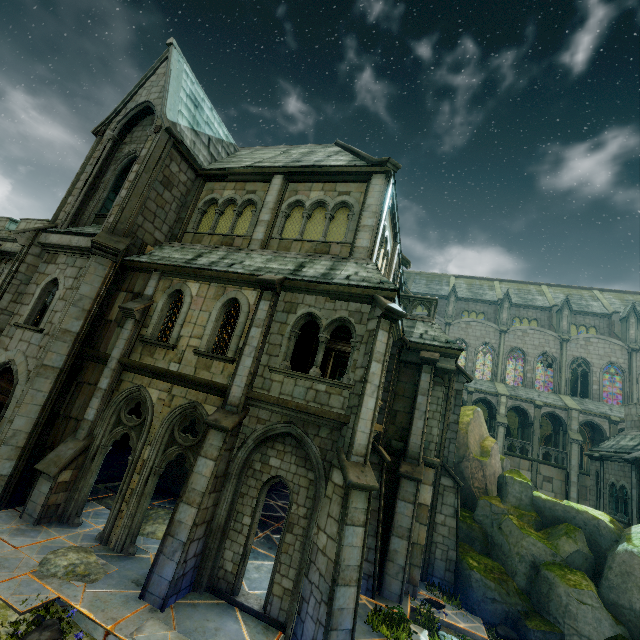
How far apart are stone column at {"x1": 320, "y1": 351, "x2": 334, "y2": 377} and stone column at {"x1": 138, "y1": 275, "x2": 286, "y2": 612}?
13.20m

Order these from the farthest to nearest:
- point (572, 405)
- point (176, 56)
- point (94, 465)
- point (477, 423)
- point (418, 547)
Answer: point (572, 405), point (477, 423), point (176, 56), point (418, 547), point (94, 465)

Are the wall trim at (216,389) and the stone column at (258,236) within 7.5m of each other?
yes

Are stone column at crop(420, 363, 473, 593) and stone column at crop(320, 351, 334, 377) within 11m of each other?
yes

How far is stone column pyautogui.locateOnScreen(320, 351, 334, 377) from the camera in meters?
22.6 m

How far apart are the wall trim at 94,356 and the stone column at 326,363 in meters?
13.7 m

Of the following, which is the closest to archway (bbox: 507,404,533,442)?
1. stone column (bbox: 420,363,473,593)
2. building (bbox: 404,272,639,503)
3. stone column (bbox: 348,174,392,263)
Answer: building (bbox: 404,272,639,503)

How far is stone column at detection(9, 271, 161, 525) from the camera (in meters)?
9.12
